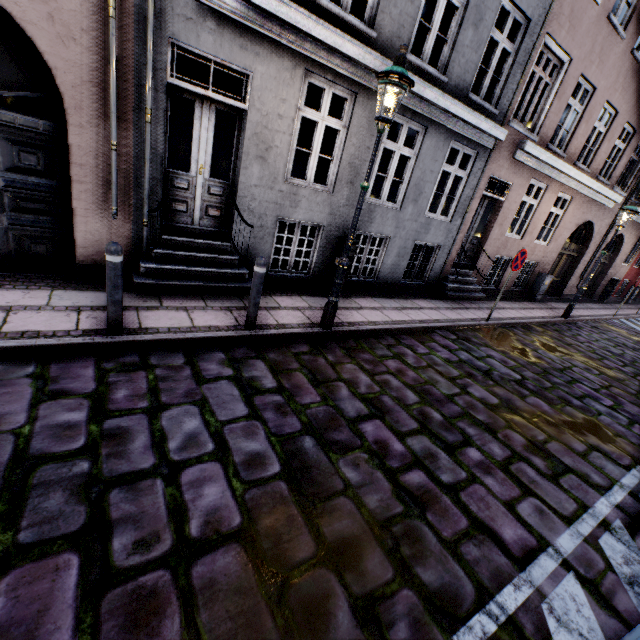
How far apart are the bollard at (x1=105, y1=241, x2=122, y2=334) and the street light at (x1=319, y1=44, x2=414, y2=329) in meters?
2.9 m

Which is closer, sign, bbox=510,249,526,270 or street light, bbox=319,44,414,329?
street light, bbox=319,44,414,329

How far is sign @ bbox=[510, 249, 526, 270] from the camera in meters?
7.5

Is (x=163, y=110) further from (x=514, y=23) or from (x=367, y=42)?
(x=514, y=23)

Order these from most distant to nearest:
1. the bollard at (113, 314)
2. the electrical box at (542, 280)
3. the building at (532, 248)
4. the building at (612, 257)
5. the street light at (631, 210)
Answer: the building at (612, 257) → the electrical box at (542, 280) → the street light at (631, 210) → the building at (532, 248) → the bollard at (113, 314)

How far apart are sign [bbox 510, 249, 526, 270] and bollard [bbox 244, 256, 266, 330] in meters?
6.1

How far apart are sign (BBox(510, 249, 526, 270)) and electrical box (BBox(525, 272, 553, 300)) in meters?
5.9 m

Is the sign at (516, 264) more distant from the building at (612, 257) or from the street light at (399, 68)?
the street light at (399, 68)
